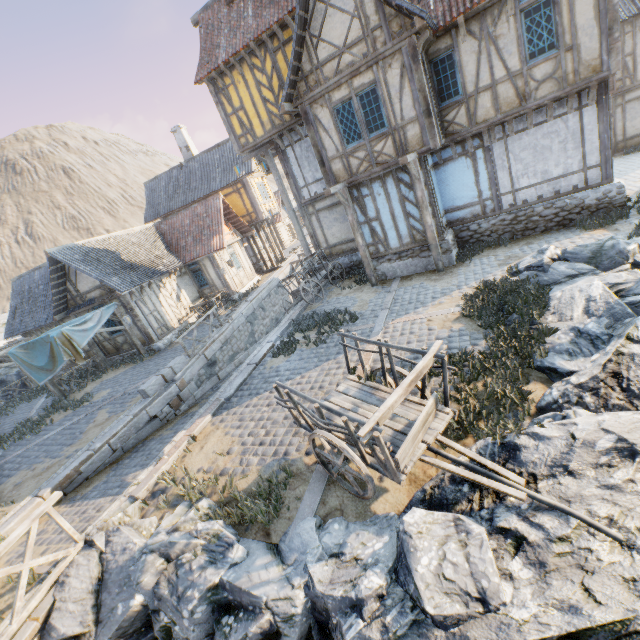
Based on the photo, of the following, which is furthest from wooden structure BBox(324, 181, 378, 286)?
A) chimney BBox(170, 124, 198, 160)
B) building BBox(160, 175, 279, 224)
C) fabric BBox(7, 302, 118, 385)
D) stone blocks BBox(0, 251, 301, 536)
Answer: chimney BBox(170, 124, 198, 160)

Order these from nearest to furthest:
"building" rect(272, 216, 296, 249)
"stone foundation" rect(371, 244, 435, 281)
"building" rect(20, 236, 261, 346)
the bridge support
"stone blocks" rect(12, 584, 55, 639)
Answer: "stone blocks" rect(12, 584, 55, 639) < the bridge support < "stone foundation" rect(371, 244, 435, 281) < "building" rect(20, 236, 261, 346) < "building" rect(272, 216, 296, 249)

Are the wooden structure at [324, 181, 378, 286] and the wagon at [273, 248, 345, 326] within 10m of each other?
yes

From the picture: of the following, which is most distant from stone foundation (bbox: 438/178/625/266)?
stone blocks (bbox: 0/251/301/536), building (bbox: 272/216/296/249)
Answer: building (bbox: 272/216/296/249)

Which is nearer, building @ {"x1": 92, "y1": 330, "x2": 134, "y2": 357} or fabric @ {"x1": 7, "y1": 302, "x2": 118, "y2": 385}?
fabric @ {"x1": 7, "y1": 302, "x2": 118, "y2": 385}

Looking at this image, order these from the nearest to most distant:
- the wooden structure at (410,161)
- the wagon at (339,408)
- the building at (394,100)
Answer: the wagon at (339,408) → the building at (394,100) → the wooden structure at (410,161)

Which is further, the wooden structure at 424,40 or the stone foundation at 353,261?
the stone foundation at 353,261

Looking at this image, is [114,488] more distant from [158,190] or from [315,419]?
[158,190]
